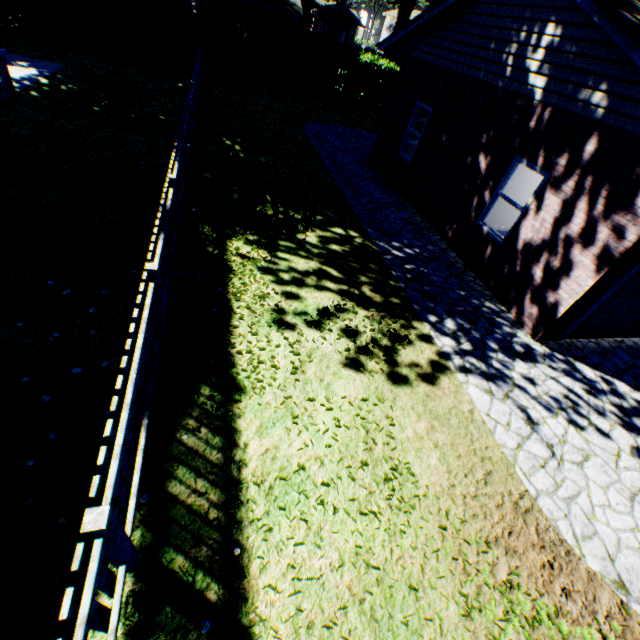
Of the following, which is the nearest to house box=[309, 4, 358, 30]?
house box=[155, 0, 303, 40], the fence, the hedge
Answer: the hedge

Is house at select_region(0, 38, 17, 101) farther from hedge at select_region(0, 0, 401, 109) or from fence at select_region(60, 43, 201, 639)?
hedge at select_region(0, 0, 401, 109)

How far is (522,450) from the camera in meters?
4.5

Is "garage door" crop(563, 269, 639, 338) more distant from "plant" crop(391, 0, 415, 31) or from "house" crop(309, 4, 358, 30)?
"house" crop(309, 4, 358, 30)

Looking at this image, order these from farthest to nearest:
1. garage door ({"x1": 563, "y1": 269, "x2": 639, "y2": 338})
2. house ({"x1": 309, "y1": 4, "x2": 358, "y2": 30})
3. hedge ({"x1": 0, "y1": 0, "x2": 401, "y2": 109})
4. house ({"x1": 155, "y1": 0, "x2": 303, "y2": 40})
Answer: house ({"x1": 309, "y1": 4, "x2": 358, "y2": 30}), house ({"x1": 155, "y1": 0, "x2": 303, "y2": 40}), hedge ({"x1": 0, "y1": 0, "x2": 401, "y2": 109}), garage door ({"x1": 563, "y1": 269, "x2": 639, "y2": 338})

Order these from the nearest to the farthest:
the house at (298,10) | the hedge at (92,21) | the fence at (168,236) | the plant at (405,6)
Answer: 1. the fence at (168,236)
2. the hedge at (92,21)
3. the house at (298,10)
4. the plant at (405,6)

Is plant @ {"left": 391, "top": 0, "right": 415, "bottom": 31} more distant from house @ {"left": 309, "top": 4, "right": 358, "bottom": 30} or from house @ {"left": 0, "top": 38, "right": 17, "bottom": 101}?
house @ {"left": 0, "top": 38, "right": 17, "bottom": 101}

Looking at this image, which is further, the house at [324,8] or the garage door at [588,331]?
the house at [324,8]
